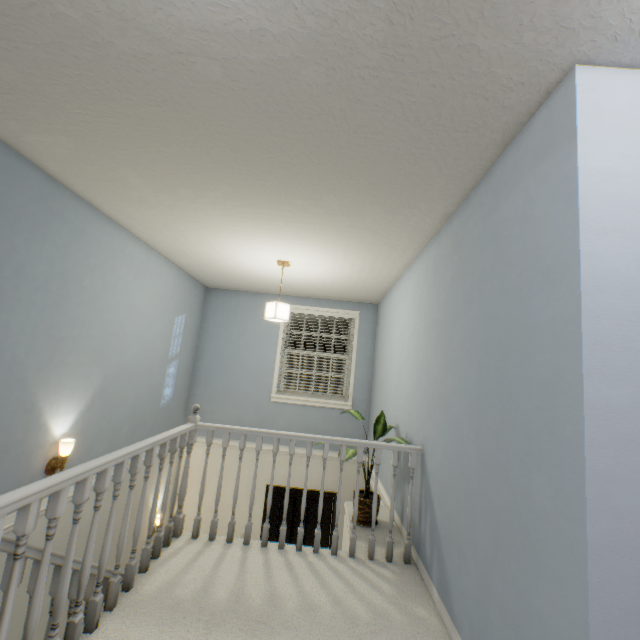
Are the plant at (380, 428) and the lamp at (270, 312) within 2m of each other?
yes

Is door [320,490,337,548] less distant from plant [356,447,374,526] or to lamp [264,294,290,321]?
plant [356,447,374,526]

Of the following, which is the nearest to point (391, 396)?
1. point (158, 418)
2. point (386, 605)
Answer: point (386, 605)

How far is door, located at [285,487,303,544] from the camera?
4.98m

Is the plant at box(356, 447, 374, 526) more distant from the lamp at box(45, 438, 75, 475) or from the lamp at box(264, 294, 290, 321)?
the lamp at box(45, 438, 75, 475)

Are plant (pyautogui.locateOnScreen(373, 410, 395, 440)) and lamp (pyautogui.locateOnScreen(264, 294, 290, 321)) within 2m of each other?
yes

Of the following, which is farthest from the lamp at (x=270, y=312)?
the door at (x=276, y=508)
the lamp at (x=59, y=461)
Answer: the door at (x=276, y=508)
